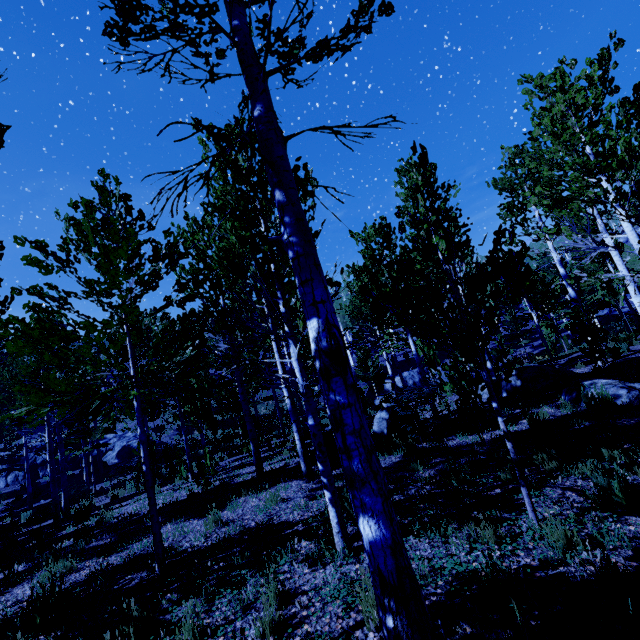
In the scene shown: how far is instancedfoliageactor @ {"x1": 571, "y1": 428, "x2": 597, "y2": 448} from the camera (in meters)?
5.47

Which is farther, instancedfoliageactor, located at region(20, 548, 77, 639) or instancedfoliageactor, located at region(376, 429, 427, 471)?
instancedfoliageactor, located at region(376, 429, 427, 471)

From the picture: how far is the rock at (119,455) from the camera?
27.98m

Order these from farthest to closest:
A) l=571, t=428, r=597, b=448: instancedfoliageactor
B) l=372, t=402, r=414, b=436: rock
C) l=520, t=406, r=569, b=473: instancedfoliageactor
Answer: l=372, t=402, r=414, b=436: rock
l=571, t=428, r=597, b=448: instancedfoliageactor
l=520, t=406, r=569, b=473: instancedfoliageactor

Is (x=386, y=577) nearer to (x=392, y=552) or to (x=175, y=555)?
(x=392, y=552)

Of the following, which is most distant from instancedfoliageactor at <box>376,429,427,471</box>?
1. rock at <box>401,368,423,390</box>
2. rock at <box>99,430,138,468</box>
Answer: rock at <box>401,368,423,390</box>

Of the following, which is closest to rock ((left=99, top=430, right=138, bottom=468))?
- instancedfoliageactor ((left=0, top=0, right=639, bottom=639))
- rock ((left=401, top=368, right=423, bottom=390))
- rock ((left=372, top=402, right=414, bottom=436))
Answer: instancedfoliageactor ((left=0, top=0, right=639, bottom=639))

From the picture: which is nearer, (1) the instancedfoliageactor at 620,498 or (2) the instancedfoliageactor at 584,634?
(2) the instancedfoliageactor at 584,634
